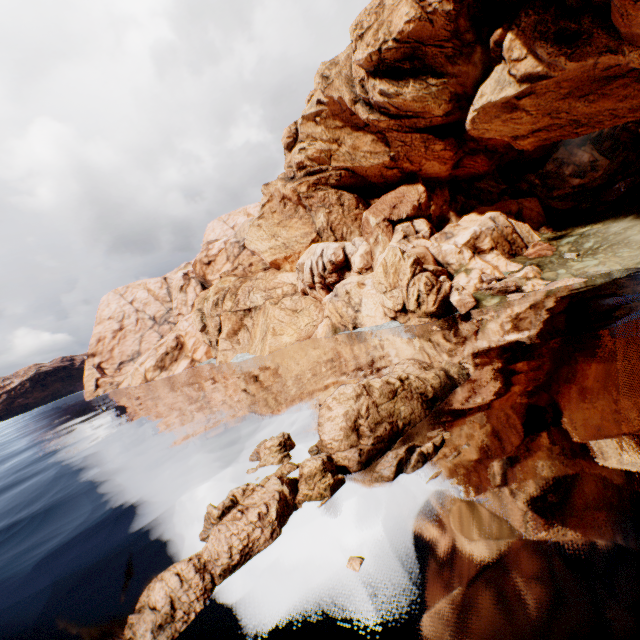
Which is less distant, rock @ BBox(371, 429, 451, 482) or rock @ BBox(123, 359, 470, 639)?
rock @ BBox(123, 359, 470, 639)

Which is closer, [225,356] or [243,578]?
[243,578]

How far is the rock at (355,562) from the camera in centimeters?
829cm

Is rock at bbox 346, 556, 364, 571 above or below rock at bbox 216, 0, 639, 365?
below

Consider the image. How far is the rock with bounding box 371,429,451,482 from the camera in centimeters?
1115cm
